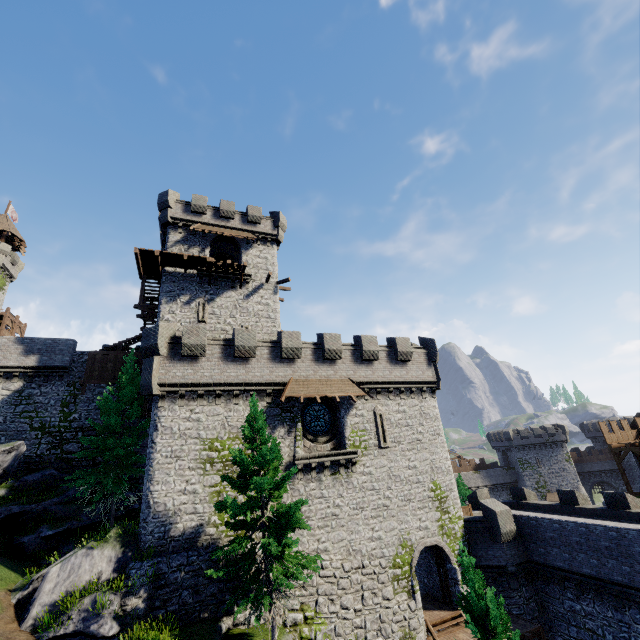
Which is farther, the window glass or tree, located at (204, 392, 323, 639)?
the window glass

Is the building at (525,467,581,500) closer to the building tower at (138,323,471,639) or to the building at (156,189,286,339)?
the building tower at (138,323,471,639)

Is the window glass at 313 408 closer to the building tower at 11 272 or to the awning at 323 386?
the awning at 323 386

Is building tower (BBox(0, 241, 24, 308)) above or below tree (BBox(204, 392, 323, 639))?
above

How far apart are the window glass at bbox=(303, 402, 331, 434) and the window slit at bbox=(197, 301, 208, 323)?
10.82m

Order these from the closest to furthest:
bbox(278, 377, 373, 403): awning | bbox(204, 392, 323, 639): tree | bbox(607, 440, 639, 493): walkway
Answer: bbox(204, 392, 323, 639): tree < bbox(278, 377, 373, 403): awning < bbox(607, 440, 639, 493): walkway

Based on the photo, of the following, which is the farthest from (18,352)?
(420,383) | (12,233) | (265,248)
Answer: (12,233)

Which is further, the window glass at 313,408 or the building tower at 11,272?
the building tower at 11,272
